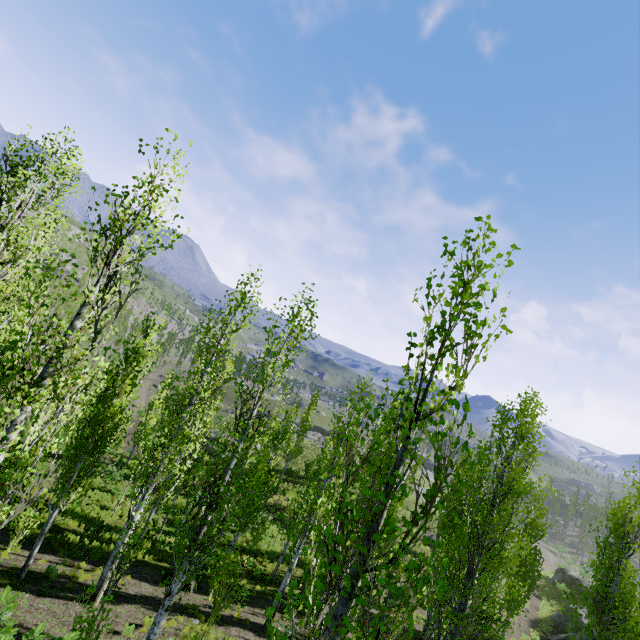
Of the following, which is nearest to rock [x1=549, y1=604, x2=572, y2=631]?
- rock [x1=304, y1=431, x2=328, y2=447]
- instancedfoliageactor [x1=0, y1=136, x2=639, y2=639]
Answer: instancedfoliageactor [x1=0, y1=136, x2=639, y2=639]

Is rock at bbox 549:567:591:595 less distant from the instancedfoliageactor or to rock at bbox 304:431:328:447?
the instancedfoliageactor

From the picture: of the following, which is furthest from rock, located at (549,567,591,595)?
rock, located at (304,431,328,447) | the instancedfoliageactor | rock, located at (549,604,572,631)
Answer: rock, located at (304,431,328,447)

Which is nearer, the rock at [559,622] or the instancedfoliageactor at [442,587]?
the instancedfoliageactor at [442,587]

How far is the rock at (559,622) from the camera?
28.7 meters

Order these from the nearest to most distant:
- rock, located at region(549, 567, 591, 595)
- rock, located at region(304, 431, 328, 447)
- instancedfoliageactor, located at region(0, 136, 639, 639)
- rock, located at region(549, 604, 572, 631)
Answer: instancedfoliageactor, located at region(0, 136, 639, 639) < rock, located at region(549, 604, 572, 631) < rock, located at region(549, 567, 591, 595) < rock, located at region(304, 431, 328, 447)

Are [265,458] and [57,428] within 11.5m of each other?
no
